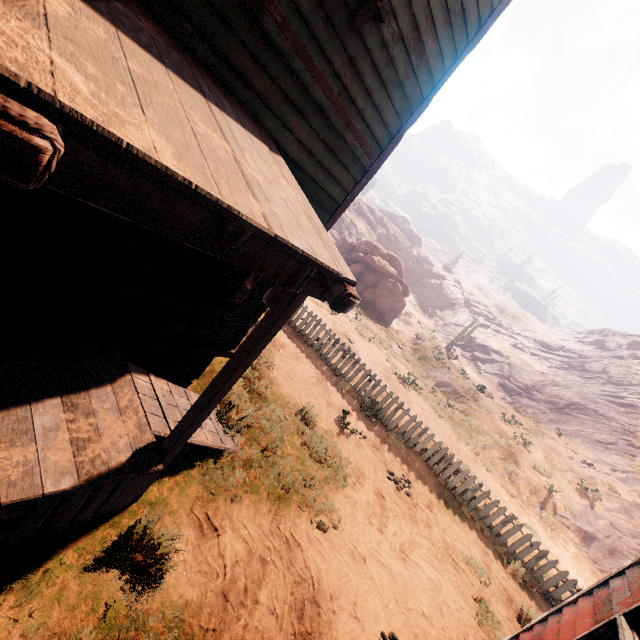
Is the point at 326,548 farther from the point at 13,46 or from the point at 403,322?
the point at 403,322

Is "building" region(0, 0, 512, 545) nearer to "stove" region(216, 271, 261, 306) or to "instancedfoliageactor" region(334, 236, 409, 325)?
"stove" region(216, 271, 261, 306)

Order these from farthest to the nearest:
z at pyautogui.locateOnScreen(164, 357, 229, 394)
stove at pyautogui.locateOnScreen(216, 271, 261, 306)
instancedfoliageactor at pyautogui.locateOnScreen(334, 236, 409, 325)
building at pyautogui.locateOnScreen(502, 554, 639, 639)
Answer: instancedfoliageactor at pyautogui.locateOnScreen(334, 236, 409, 325) < z at pyautogui.locateOnScreen(164, 357, 229, 394) < stove at pyautogui.locateOnScreen(216, 271, 261, 306) < building at pyautogui.locateOnScreen(502, 554, 639, 639)

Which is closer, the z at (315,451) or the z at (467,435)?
the z at (315,451)

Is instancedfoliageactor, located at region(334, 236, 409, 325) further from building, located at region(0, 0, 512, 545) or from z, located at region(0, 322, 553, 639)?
building, located at region(0, 0, 512, 545)

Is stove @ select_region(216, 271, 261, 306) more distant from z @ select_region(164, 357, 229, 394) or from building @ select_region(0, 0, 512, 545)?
z @ select_region(164, 357, 229, 394)

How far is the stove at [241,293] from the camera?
4.5 meters
